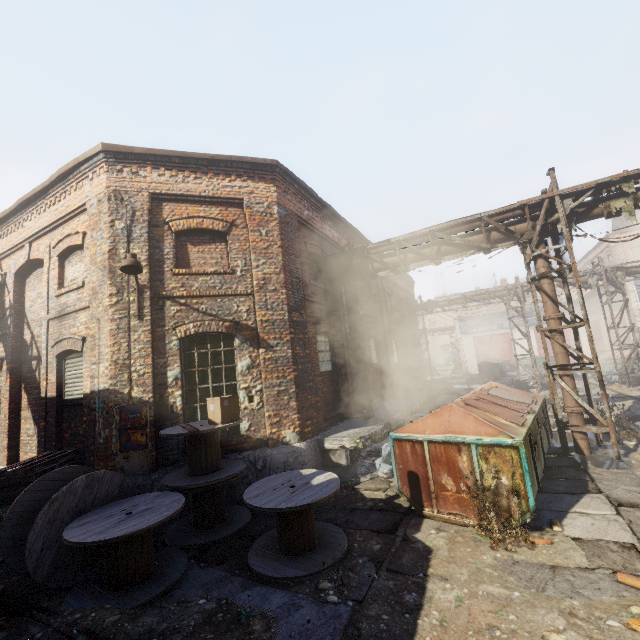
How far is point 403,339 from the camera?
21.0m

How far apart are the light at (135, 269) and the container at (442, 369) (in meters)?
39.99

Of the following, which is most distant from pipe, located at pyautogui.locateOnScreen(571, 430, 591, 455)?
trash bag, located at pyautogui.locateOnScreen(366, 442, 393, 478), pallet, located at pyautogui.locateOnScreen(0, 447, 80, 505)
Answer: pallet, located at pyautogui.locateOnScreen(0, 447, 80, 505)

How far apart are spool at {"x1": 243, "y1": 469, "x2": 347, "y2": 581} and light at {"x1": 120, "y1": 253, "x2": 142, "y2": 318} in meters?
4.5 m

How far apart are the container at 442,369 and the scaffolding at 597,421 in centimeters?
3405cm

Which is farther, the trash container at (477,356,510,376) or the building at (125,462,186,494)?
the trash container at (477,356,510,376)

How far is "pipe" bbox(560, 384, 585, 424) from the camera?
7.8m

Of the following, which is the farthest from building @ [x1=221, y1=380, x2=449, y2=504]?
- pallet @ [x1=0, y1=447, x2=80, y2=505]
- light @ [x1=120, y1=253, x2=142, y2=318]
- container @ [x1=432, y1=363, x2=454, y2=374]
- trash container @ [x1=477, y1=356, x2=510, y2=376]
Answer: container @ [x1=432, y1=363, x2=454, y2=374]
